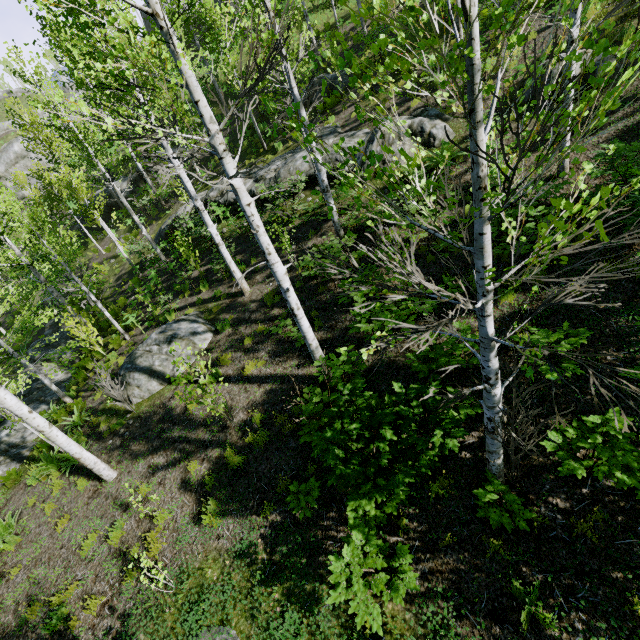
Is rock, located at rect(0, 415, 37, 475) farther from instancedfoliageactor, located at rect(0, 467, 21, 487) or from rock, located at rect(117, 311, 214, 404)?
rock, located at rect(117, 311, 214, 404)

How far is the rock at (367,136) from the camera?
11.55m

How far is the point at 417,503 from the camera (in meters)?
4.93

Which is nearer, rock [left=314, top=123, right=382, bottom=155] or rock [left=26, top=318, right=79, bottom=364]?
rock [left=314, top=123, right=382, bottom=155]

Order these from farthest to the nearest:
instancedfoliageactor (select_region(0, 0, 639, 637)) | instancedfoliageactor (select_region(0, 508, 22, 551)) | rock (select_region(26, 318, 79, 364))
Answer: rock (select_region(26, 318, 79, 364))
instancedfoliageactor (select_region(0, 508, 22, 551))
instancedfoliageactor (select_region(0, 0, 639, 637))

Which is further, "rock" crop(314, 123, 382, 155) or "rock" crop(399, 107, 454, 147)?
"rock" crop(314, 123, 382, 155)

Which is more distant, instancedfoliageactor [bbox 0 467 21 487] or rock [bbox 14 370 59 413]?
rock [bbox 14 370 59 413]

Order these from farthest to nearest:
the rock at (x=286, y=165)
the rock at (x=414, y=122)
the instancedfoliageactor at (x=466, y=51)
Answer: the rock at (x=286, y=165)
the rock at (x=414, y=122)
the instancedfoliageactor at (x=466, y=51)
